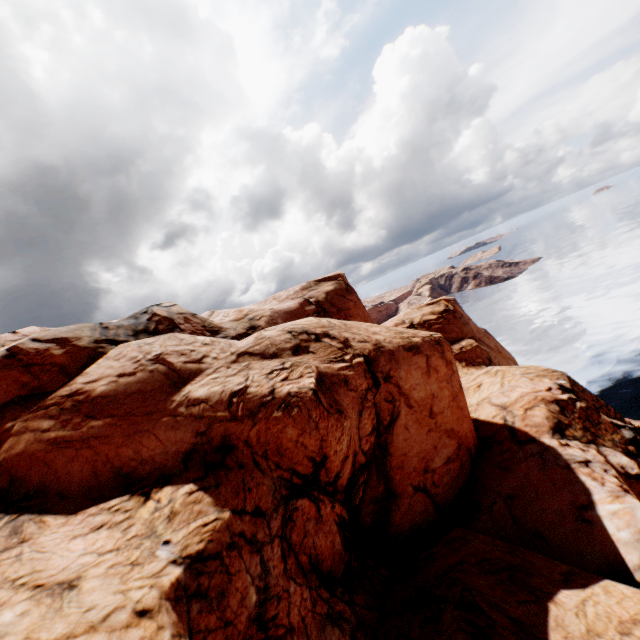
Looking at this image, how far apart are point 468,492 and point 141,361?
18.7 meters
